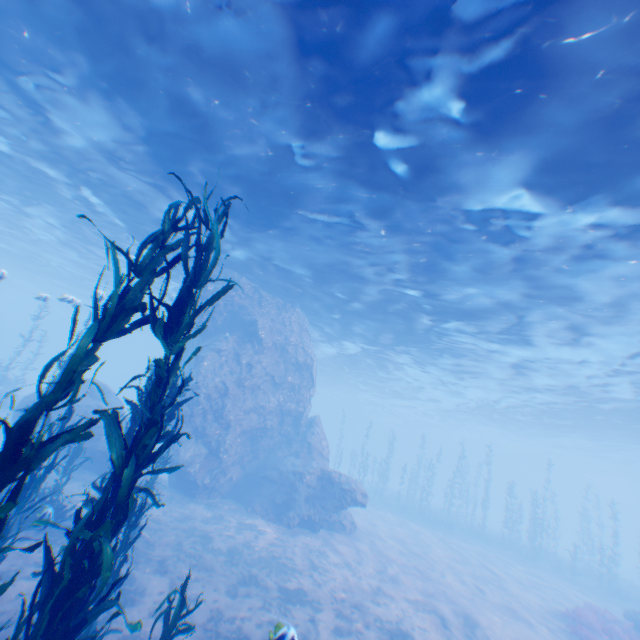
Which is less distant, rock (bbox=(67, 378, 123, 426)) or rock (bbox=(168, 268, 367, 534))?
rock (bbox=(67, 378, 123, 426))

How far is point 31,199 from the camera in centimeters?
1945cm

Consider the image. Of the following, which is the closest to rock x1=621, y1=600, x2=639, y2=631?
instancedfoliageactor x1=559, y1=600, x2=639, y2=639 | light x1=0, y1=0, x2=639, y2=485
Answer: light x1=0, y1=0, x2=639, y2=485

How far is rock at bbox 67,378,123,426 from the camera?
16.1m

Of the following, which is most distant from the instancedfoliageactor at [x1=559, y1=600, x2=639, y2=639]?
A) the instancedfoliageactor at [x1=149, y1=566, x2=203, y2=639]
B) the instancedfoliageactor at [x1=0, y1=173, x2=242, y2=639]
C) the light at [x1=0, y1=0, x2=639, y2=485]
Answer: the instancedfoliageactor at [x1=0, y1=173, x2=242, y2=639]

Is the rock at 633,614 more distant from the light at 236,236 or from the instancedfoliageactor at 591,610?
the instancedfoliageactor at 591,610

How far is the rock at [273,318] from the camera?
16.84m

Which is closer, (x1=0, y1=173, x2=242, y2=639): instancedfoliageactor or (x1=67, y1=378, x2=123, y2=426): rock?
(x1=0, y1=173, x2=242, y2=639): instancedfoliageactor
